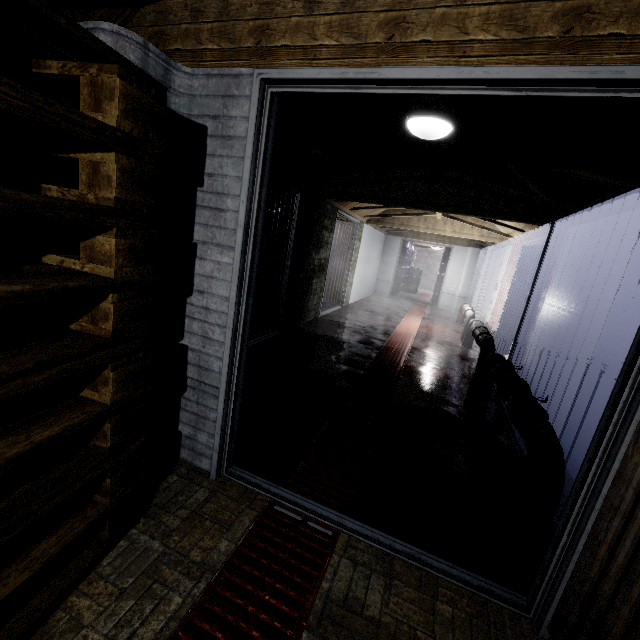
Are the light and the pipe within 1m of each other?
no

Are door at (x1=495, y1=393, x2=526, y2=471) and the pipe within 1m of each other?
yes

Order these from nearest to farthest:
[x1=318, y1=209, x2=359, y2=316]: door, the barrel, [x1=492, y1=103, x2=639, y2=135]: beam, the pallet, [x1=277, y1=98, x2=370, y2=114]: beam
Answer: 1. the pallet
2. [x1=492, y1=103, x2=639, y2=135]: beam
3. [x1=277, y1=98, x2=370, y2=114]: beam
4. [x1=318, y1=209, x2=359, y2=316]: door
5. the barrel

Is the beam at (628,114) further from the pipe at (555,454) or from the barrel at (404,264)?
the barrel at (404,264)

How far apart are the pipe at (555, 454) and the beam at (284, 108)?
1.51m

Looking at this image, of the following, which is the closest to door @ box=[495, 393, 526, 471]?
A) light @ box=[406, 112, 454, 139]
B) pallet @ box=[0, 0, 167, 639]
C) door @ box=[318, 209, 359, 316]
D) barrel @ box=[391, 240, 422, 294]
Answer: light @ box=[406, 112, 454, 139]

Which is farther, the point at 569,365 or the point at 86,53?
the point at 569,365

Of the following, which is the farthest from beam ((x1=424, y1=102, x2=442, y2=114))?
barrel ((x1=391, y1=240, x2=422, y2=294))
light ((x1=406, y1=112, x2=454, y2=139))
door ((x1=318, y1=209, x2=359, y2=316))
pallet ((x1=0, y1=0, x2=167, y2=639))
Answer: barrel ((x1=391, y1=240, x2=422, y2=294))
